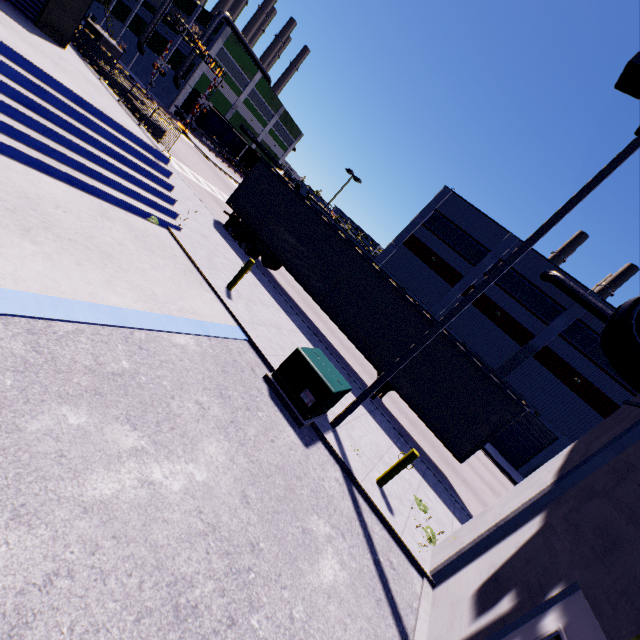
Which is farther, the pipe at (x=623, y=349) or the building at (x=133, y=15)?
the building at (x=133, y=15)

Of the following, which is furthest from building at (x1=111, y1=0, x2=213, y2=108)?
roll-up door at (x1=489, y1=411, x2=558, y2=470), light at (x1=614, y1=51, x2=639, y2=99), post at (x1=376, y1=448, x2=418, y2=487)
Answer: post at (x1=376, y1=448, x2=418, y2=487)

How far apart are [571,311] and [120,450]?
33.24m

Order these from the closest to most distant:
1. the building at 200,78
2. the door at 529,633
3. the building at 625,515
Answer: the door at 529,633 < the building at 625,515 < the building at 200,78

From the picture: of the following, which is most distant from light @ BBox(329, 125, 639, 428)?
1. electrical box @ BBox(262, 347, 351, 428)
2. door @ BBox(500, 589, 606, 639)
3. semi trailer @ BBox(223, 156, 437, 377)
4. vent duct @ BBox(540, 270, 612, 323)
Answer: vent duct @ BBox(540, 270, 612, 323)

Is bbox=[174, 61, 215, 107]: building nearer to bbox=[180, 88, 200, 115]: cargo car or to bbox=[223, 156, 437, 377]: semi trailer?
bbox=[223, 156, 437, 377]: semi trailer

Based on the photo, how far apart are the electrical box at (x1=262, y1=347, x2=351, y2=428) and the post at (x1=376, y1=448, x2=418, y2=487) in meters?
1.8 m
